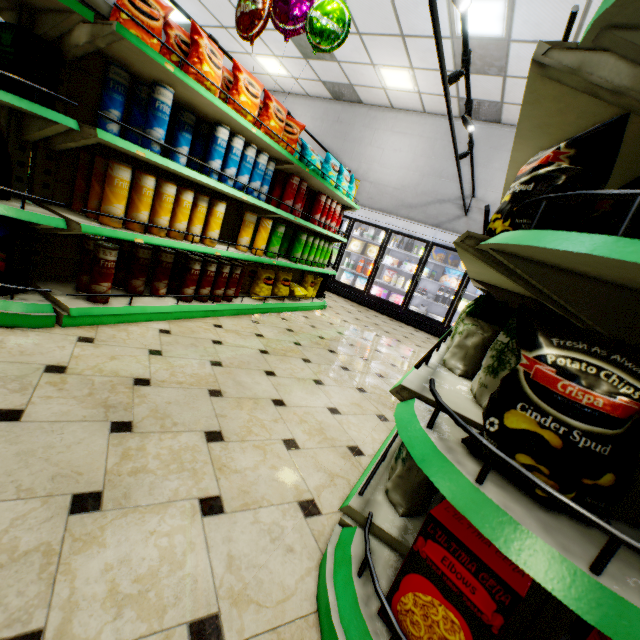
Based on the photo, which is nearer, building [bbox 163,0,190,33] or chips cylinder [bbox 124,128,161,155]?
chips cylinder [bbox 124,128,161,155]

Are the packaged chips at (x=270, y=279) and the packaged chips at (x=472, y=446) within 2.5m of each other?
no

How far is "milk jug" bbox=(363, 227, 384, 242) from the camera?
8.0m

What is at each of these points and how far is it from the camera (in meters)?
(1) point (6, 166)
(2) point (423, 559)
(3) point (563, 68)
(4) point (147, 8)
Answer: (1) packaged coffee, 1.96
(2) boxed food, 0.90
(3) shelf, 0.96
(4) packaged chips, 2.16

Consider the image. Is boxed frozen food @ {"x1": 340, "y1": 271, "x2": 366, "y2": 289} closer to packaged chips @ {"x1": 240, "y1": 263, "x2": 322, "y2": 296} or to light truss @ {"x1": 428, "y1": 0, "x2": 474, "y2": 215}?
light truss @ {"x1": 428, "y1": 0, "x2": 474, "y2": 215}

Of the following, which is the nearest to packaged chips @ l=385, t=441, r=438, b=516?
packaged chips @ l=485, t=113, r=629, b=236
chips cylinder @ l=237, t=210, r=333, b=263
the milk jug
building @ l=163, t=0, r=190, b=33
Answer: building @ l=163, t=0, r=190, b=33

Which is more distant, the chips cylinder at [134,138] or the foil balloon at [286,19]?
the foil balloon at [286,19]

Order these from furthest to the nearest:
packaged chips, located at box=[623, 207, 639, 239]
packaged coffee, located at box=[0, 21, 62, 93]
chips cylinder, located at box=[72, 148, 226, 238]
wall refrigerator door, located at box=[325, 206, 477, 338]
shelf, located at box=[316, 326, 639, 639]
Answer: wall refrigerator door, located at box=[325, 206, 477, 338]
chips cylinder, located at box=[72, 148, 226, 238]
packaged coffee, located at box=[0, 21, 62, 93]
packaged chips, located at box=[623, 207, 639, 239]
shelf, located at box=[316, 326, 639, 639]
